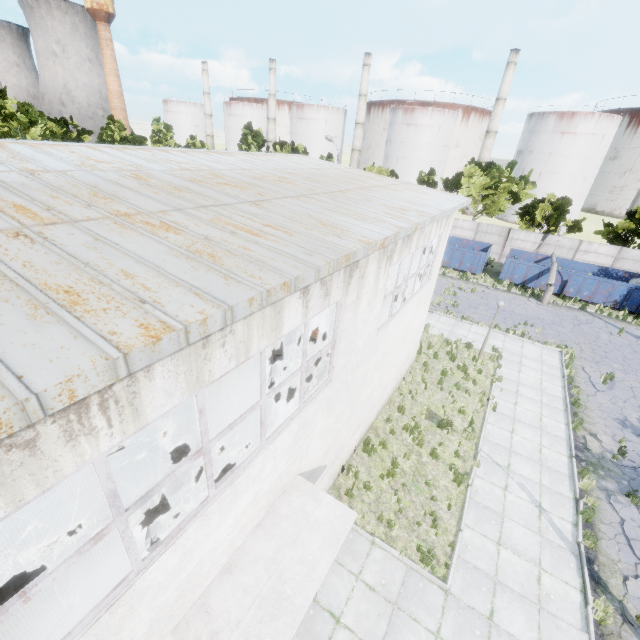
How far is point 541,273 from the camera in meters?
27.0 m

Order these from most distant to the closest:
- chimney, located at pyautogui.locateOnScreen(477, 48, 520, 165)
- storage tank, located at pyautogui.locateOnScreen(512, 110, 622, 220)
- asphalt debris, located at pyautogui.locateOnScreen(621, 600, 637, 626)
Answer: chimney, located at pyautogui.locateOnScreen(477, 48, 520, 165)
storage tank, located at pyautogui.locateOnScreen(512, 110, 622, 220)
asphalt debris, located at pyautogui.locateOnScreen(621, 600, 637, 626)

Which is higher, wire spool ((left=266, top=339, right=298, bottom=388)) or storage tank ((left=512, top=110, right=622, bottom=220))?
storage tank ((left=512, top=110, right=622, bottom=220))

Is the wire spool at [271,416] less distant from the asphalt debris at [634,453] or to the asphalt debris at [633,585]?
the asphalt debris at [633,585]

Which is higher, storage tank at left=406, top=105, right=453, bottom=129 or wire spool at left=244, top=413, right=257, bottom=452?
storage tank at left=406, top=105, right=453, bottom=129

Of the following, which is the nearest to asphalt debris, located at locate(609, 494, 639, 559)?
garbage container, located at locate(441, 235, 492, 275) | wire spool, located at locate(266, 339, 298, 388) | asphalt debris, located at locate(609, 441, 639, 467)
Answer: asphalt debris, located at locate(609, 441, 639, 467)

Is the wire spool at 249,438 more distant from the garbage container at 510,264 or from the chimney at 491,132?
the chimney at 491,132

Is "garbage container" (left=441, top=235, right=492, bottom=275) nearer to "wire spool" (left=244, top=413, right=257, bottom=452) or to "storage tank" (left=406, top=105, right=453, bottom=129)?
"wire spool" (left=244, top=413, right=257, bottom=452)
